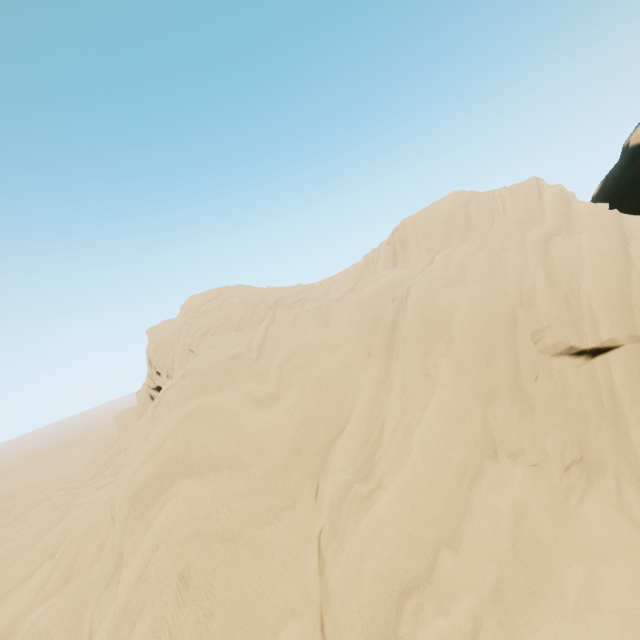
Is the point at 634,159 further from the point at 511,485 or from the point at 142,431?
the point at 142,431
